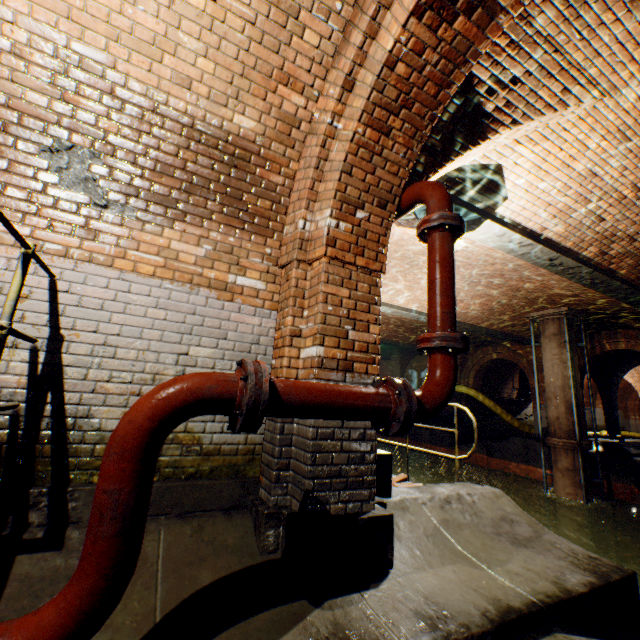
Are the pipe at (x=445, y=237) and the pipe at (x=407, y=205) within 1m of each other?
yes

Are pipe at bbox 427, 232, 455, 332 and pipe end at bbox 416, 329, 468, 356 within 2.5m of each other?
yes

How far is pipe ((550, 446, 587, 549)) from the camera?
9.5 meters

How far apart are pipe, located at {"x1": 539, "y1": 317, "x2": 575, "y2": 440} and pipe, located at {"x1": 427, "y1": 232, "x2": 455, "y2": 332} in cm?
1065

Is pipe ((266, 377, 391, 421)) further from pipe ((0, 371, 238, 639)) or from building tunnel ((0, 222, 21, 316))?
building tunnel ((0, 222, 21, 316))

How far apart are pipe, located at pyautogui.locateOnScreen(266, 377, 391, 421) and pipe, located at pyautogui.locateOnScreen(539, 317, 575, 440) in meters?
11.3 m

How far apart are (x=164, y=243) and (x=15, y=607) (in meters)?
2.51

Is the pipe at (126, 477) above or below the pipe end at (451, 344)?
below
